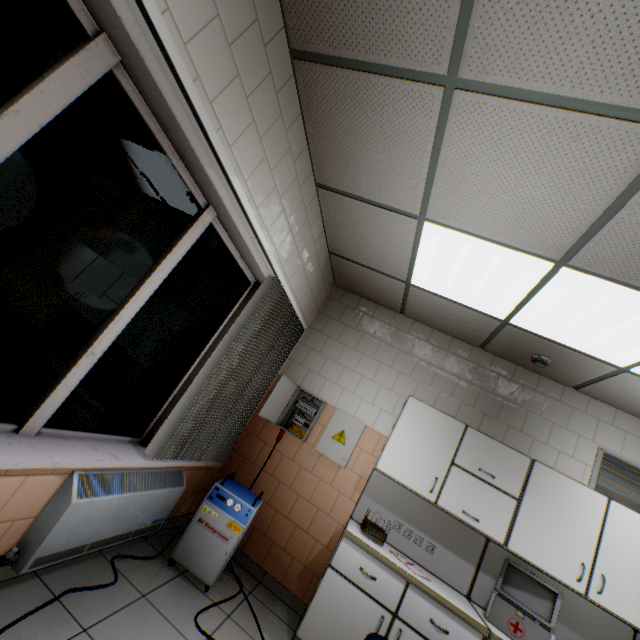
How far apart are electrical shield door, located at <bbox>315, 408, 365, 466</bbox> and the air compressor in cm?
72

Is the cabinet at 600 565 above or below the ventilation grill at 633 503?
below

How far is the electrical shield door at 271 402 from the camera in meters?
3.5

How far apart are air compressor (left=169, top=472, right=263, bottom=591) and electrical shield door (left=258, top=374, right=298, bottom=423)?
0.7 meters

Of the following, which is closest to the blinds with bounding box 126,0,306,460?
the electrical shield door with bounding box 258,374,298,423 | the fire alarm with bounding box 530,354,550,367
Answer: the electrical shield door with bounding box 258,374,298,423

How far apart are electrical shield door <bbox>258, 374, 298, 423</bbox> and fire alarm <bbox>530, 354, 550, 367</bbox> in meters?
2.5 m

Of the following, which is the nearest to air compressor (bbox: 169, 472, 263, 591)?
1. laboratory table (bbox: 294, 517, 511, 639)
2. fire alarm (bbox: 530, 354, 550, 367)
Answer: laboratory table (bbox: 294, 517, 511, 639)

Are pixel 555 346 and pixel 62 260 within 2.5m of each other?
no
